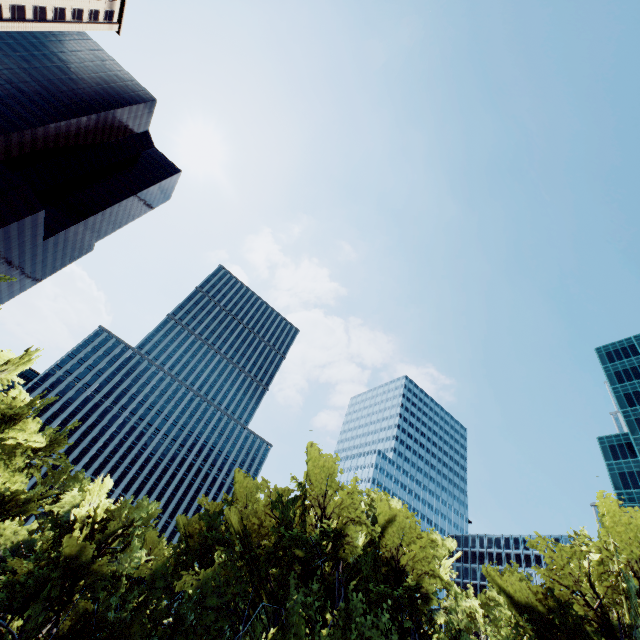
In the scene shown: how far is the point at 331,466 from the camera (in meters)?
22.36

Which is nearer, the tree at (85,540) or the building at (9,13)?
the tree at (85,540)

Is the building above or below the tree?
above

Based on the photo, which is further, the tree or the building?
the building

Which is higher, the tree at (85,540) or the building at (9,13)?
the building at (9,13)
